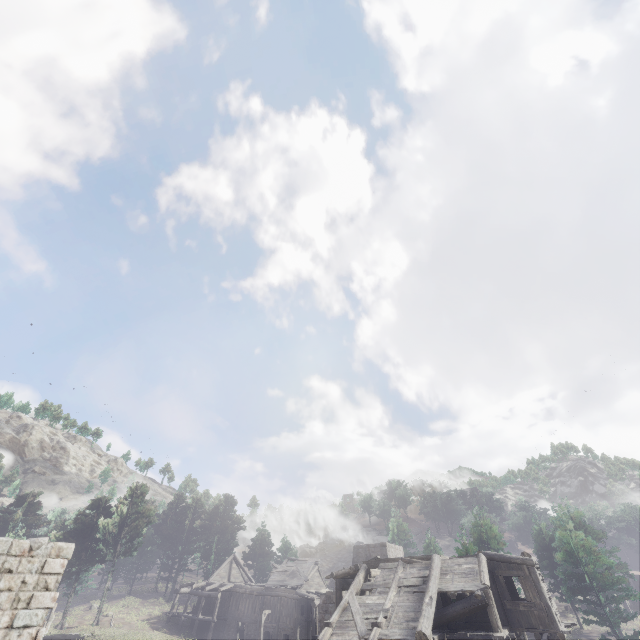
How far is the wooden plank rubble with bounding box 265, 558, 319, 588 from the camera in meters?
38.3

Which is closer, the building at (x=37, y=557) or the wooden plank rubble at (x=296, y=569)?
the building at (x=37, y=557)

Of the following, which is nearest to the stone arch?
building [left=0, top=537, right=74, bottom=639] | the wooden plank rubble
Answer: building [left=0, top=537, right=74, bottom=639]

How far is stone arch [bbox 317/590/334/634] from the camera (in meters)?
28.67

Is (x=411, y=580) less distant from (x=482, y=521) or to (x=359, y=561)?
(x=359, y=561)

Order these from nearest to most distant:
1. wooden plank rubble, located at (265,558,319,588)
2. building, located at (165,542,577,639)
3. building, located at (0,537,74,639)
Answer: building, located at (0,537,74,639) → building, located at (165,542,577,639) → wooden plank rubble, located at (265,558,319,588)

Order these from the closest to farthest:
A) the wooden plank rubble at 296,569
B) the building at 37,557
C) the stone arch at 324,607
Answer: the building at 37,557 → the stone arch at 324,607 → the wooden plank rubble at 296,569
